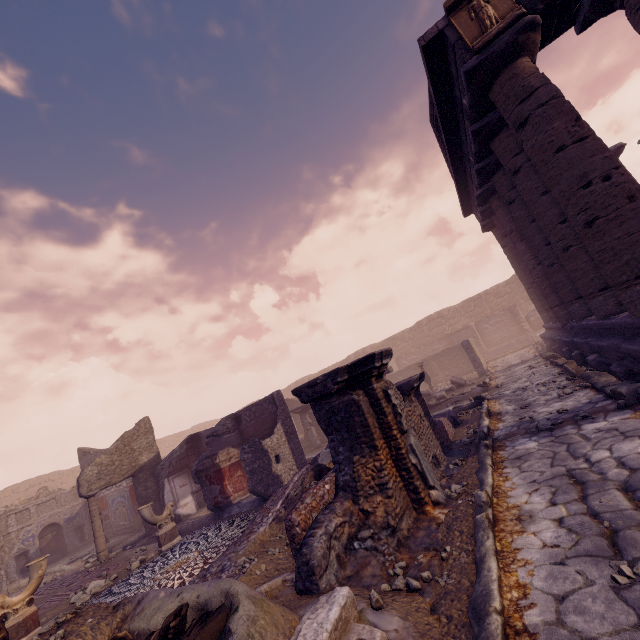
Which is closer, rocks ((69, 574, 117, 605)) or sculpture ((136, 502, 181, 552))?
rocks ((69, 574, 117, 605))

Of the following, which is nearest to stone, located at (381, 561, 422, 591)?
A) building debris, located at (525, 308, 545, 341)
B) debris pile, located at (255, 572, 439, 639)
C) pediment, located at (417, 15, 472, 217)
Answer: debris pile, located at (255, 572, 439, 639)

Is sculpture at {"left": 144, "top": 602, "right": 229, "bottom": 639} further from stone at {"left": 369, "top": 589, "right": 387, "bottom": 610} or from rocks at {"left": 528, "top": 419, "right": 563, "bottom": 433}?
rocks at {"left": 528, "top": 419, "right": 563, "bottom": 433}

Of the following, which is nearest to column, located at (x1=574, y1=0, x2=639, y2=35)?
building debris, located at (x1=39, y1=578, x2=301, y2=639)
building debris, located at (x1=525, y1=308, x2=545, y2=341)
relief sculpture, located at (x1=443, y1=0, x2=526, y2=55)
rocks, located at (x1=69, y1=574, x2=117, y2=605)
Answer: relief sculpture, located at (x1=443, y1=0, x2=526, y2=55)

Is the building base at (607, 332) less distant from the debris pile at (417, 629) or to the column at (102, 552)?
the debris pile at (417, 629)

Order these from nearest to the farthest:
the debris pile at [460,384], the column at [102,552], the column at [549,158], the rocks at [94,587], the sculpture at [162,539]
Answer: the column at [549,158], the rocks at [94,587], the sculpture at [162,539], the column at [102,552], the debris pile at [460,384]

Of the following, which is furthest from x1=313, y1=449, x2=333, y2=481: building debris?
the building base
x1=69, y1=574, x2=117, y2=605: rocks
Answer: x1=69, y1=574, x2=117, y2=605: rocks

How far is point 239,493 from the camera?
10.7m
